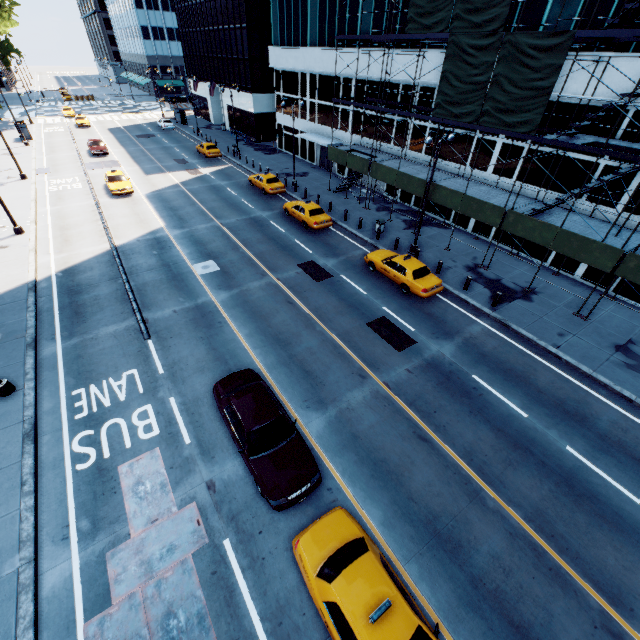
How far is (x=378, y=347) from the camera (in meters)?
15.27

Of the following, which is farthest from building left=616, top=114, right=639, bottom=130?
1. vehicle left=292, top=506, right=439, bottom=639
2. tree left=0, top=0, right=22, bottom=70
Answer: tree left=0, top=0, right=22, bottom=70

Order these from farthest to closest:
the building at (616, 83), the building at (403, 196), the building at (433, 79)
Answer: the building at (403, 196) < the building at (433, 79) < the building at (616, 83)

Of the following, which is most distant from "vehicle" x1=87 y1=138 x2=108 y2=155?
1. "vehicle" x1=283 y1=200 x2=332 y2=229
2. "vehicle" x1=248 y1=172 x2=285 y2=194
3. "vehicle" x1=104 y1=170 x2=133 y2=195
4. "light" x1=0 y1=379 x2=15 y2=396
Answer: "light" x1=0 y1=379 x2=15 y2=396

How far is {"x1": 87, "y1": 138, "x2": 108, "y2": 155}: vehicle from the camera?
39.0 meters

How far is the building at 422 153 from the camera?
25.98m

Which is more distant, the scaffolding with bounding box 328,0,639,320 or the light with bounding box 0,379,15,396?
the scaffolding with bounding box 328,0,639,320

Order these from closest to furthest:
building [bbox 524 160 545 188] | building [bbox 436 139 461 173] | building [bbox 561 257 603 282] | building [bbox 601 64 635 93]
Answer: building [bbox 601 64 635 93] → building [bbox 561 257 603 282] → building [bbox 524 160 545 188] → building [bbox 436 139 461 173]
